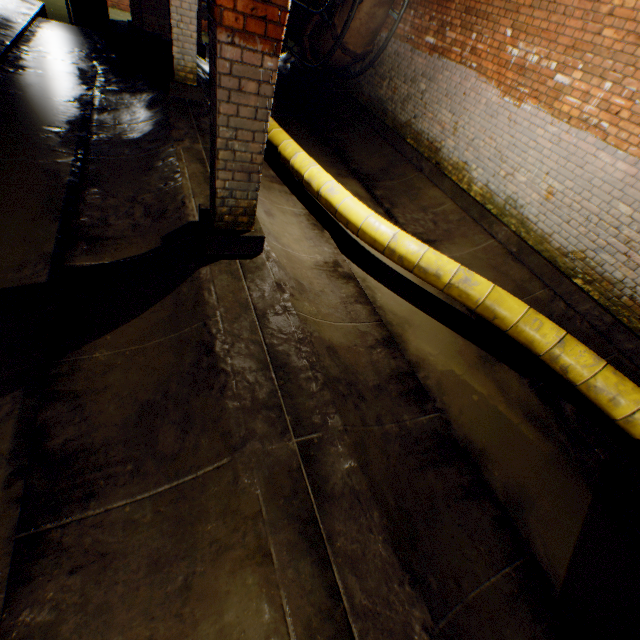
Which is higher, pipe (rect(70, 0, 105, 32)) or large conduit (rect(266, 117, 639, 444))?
large conduit (rect(266, 117, 639, 444))

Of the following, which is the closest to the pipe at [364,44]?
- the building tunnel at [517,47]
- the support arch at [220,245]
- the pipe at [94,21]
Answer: the building tunnel at [517,47]

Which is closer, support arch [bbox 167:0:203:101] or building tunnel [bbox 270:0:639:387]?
building tunnel [bbox 270:0:639:387]

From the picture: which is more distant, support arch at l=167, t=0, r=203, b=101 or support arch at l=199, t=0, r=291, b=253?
support arch at l=167, t=0, r=203, b=101

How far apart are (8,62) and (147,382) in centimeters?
868cm

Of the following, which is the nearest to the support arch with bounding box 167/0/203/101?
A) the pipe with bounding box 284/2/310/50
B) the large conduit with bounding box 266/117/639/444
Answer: the large conduit with bounding box 266/117/639/444

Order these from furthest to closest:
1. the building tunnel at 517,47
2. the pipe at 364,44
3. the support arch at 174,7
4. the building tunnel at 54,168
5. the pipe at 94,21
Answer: the pipe at 94,21
the pipe at 364,44
the support arch at 174,7
the building tunnel at 517,47
the building tunnel at 54,168

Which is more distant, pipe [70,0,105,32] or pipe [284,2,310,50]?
pipe [70,0,105,32]
